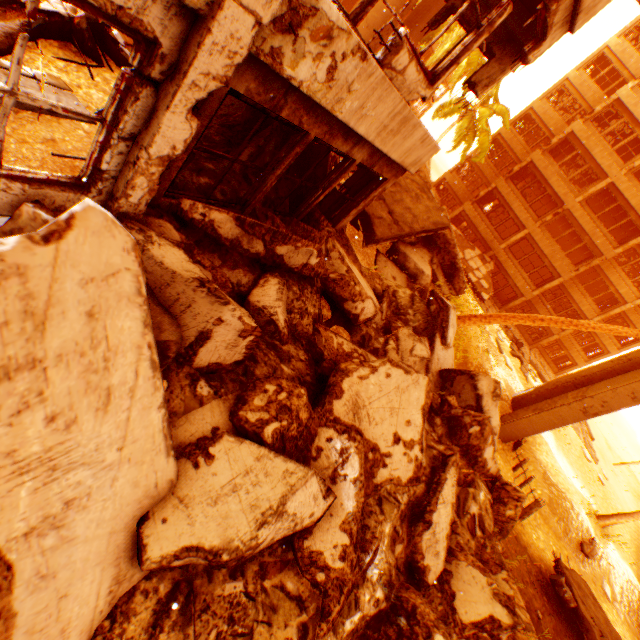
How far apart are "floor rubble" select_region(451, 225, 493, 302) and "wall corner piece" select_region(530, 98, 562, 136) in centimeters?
1203cm

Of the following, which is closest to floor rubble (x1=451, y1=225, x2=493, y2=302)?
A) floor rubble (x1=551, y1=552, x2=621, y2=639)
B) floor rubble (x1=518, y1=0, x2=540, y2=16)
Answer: floor rubble (x1=551, y1=552, x2=621, y2=639)

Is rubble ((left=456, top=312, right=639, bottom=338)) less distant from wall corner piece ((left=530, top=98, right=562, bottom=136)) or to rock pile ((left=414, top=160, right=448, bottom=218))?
rock pile ((left=414, top=160, right=448, bottom=218))

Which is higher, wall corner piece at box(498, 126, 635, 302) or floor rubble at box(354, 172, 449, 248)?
wall corner piece at box(498, 126, 635, 302)

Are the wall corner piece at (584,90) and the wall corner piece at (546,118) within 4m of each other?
yes

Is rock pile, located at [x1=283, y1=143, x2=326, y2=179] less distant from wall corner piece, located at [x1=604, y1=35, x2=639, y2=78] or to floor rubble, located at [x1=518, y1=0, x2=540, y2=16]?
floor rubble, located at [x1=518, y1=0, x2=540, y2=16]

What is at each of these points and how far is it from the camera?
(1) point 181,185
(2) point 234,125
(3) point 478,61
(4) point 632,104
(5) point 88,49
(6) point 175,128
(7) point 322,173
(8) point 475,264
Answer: (1) rock pile, 4.56m
(2) rock pile, 5.84m
(3) rubble, 20.66m
(4) wall corner piece, 22.75m
(5) rock pile, 5.02m
(6) pillar, 2.89m
(7) rock pile, 7.25m
(8) floor rubble, 27.25m

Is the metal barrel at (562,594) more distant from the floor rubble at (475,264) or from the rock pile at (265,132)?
the floor rubble at (475,264)
